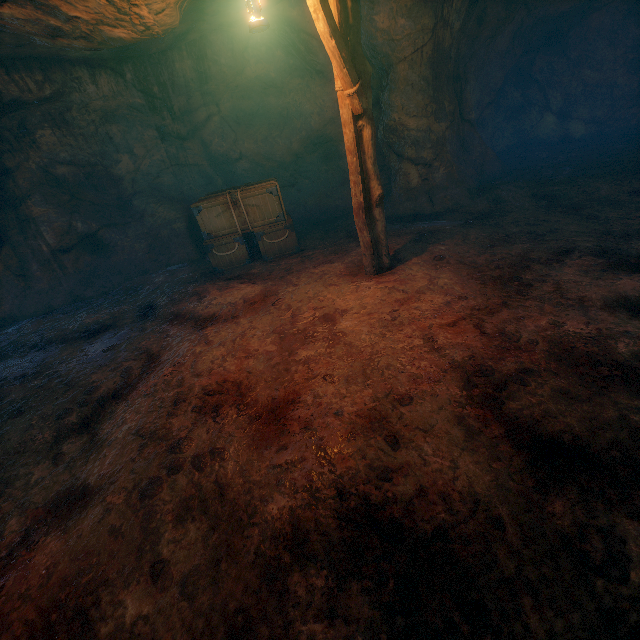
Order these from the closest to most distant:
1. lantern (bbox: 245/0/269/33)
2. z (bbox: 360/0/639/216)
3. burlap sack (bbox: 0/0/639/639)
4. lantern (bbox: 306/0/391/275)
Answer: burlap sack (bbox: 0/0/639/639) → lantern (bbox: 245/0/269/33) → lantern (bbox: 306/0/391/275) → z (bbox: 360/0/639/216)

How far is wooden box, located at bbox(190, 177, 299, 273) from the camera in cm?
746

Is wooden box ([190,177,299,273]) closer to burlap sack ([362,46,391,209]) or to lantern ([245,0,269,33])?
burlap sack ([362,46,391,209])

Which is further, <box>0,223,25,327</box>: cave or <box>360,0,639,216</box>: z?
→ <box>0,223,25,327</box>: cave

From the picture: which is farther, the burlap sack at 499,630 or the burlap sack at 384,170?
the burlap sack at 384,170

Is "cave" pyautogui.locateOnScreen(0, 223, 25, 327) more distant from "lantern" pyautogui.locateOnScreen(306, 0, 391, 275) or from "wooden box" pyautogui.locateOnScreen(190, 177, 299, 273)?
"lantern" pyautogui.locateOnScreen(306, 0, 391, 275)

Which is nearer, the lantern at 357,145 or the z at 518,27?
the lantern at 357,145

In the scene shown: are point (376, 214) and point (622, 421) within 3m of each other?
no
